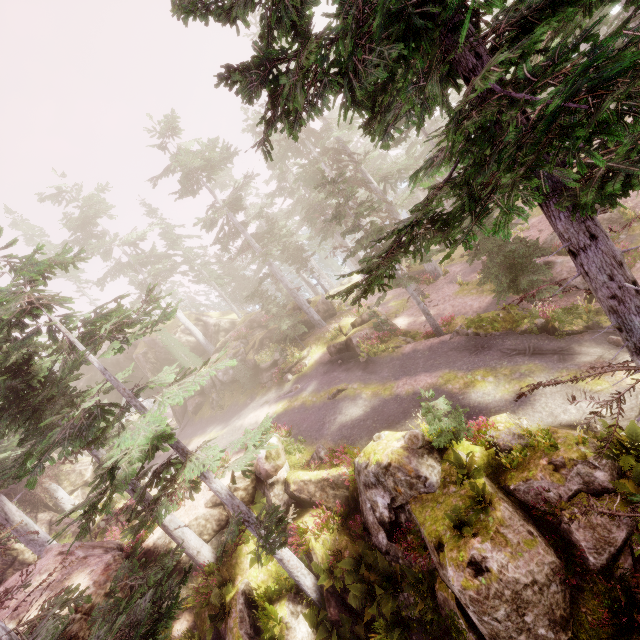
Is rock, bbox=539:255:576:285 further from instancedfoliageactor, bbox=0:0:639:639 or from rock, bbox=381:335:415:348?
rock, bbox=381:335:415:348

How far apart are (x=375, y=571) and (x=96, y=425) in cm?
1382

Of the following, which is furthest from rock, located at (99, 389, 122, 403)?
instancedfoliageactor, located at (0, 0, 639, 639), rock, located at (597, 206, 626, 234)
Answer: rock, located at (597, 206, 626, 234)

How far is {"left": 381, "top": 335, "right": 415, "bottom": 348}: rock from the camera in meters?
21.2

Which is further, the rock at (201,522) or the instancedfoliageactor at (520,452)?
the rock at (201,522)

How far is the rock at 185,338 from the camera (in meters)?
38.16
